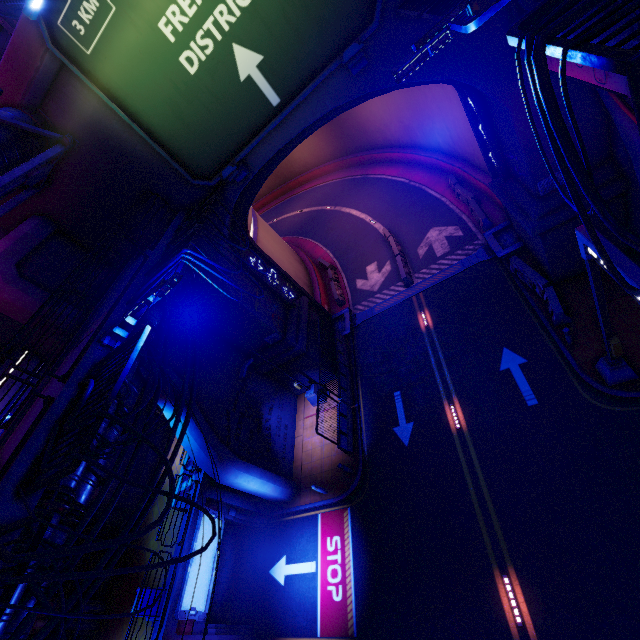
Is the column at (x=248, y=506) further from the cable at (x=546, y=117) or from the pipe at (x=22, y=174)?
the cable at (x=546, y=117)

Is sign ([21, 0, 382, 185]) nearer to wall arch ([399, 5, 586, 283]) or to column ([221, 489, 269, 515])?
wall arch ([399, 5, 586, 283])

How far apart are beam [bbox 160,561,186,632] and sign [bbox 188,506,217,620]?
0.13m

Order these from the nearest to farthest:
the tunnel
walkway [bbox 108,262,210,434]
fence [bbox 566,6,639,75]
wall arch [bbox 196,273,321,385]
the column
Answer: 1. fence [bbox 566,6,639,75]
2. walkway [bbox 108,262,210,434]
3. the column
4. wall arch [bbox 196,273,321,385]
5. the tunnel

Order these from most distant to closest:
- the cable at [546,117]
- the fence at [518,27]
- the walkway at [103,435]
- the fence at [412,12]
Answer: the walkway at [103,435] < the fence at [412,12] < the fence at [518,27] < the cable at [546,117]

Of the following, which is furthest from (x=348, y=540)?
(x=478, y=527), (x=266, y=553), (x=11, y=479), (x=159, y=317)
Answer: (x=11, y=479)

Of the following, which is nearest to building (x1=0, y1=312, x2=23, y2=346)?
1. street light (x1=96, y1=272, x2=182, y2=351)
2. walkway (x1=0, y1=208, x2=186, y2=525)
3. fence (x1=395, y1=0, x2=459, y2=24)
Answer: walkway (x1=0, y1=208, x2=186, y2=525)

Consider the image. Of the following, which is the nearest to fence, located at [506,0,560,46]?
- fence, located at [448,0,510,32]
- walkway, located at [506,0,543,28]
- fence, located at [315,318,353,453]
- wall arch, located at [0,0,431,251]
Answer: walkway, located at [506,0,543,28]
